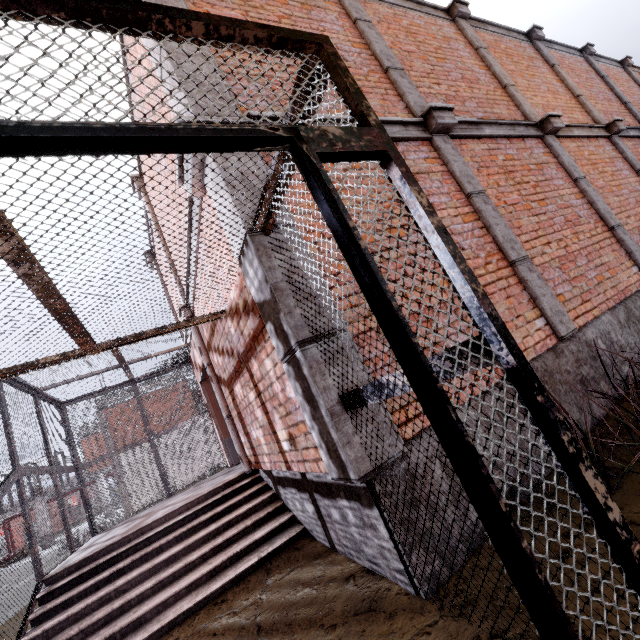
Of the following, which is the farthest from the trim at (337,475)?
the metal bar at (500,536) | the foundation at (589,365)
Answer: the metal bar at (500,536)

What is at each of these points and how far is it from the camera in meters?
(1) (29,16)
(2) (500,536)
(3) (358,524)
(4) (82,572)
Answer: (1) cage, 1.0
(2) metal bar, 0.7
(3) foundation, 2.6
(4) stair, 4.2

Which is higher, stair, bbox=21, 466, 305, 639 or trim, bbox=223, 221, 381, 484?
trim, bbox=223, 221, 381, 484

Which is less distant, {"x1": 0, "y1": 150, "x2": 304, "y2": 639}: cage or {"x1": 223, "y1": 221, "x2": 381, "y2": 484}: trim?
{"x1": 0, "y1": 150, "x2": 304, "y2": 639}: cage

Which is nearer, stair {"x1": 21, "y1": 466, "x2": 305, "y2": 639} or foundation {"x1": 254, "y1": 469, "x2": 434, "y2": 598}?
foundation {"x1": 254, "y1": 469, "x2": 434, "y2": 598}

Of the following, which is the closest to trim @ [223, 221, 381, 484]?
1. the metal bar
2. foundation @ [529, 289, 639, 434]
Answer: foundation @ [529, 289, 639, 434]

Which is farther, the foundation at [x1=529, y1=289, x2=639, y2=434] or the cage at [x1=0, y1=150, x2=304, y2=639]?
the foundation at [x1=529, y1=289, x2=639, y2=434]

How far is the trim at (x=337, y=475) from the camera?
2.2 meters
